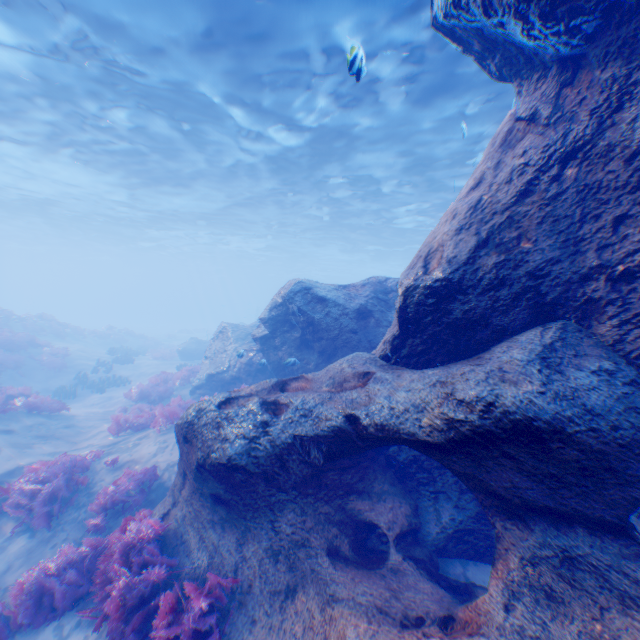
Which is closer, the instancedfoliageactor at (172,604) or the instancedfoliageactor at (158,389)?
the instancedfoliageactor at (172,604)

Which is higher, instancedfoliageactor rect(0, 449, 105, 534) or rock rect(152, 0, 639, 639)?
rock rect(152, 0, 639, 639)

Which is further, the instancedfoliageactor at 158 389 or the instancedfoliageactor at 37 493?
the instancedfoliageactor at 158 389

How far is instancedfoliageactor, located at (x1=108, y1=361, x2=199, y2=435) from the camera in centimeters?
1006cm

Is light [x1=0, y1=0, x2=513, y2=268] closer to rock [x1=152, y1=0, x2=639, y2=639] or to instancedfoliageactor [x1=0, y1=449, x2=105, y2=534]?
rock [x1=152, y1=0, x2=639, y2=639]

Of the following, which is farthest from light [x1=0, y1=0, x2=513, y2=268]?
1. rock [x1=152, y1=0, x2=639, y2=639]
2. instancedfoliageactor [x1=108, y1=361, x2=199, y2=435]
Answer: instancedfoliageactor [x1=108, y1=361, x2=199, y2=435]

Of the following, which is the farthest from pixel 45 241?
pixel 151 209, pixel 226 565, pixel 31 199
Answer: pixel 226 565

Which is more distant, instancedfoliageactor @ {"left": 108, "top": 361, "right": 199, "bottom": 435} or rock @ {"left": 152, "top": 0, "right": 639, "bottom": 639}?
instancedfoliageactor @ {"left": 108, "top": 361, "right": 199, "bottom": 435}
